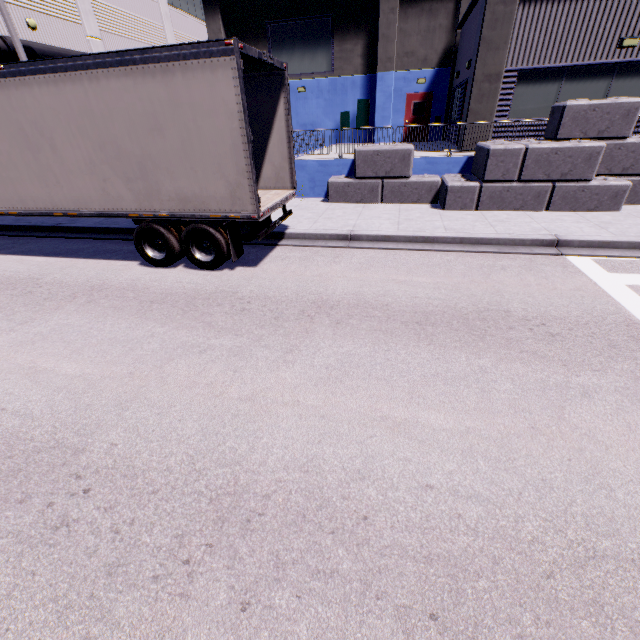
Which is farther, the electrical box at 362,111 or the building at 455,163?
the electrical box at 362,111

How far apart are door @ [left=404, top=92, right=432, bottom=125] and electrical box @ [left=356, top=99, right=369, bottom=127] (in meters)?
2.06

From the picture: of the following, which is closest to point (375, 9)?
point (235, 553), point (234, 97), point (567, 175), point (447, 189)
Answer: point (447, 189)

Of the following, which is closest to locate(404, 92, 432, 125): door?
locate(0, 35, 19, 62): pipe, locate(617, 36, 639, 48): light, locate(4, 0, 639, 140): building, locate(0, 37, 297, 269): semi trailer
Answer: locate(4, 0, 639, 140): building

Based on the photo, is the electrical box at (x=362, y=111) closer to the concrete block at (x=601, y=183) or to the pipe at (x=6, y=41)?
the concrete block at (x=601, y=183)

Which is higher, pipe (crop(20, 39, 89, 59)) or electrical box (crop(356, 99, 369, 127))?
pipe (crop(20, 39, 89, 59))

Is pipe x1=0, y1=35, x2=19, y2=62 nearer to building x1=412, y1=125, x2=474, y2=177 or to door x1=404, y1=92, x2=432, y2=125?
building x1=412, y1=125, x2=474, y2=177

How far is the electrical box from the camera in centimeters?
1919cm
